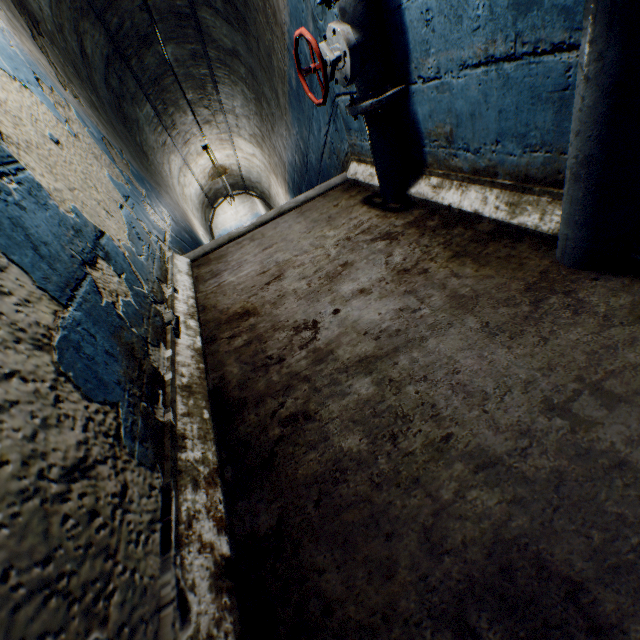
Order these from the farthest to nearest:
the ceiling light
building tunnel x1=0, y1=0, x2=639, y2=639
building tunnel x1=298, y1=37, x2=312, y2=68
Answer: the ceiling light, building tunnel x1=298, y1=37, x2=312, y2=68, building tunnel x1=0, y1=0, x2=639, y2=639

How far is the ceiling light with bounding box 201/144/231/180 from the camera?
5.37m

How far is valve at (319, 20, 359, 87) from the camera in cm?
157

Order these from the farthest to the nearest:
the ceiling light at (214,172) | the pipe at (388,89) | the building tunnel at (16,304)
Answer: the ceiling light at (214,172), the pipe at (388,89), the building tunnel at (16,304)

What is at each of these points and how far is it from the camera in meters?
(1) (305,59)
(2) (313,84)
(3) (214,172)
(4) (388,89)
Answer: (1) building tunnel, 2.6
(2) building tunnel, 2.7
(3) ceiling light, 5.5
(4) pipe, 1.7

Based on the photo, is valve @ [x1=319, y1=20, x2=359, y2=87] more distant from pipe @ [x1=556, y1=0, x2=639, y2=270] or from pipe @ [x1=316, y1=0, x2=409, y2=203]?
pipe @ [x1=556, y1=0, x2=639, y2=270]

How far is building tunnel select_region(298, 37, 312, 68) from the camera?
2.5m

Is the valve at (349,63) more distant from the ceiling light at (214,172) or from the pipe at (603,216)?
the ceiling light at (214,172)
